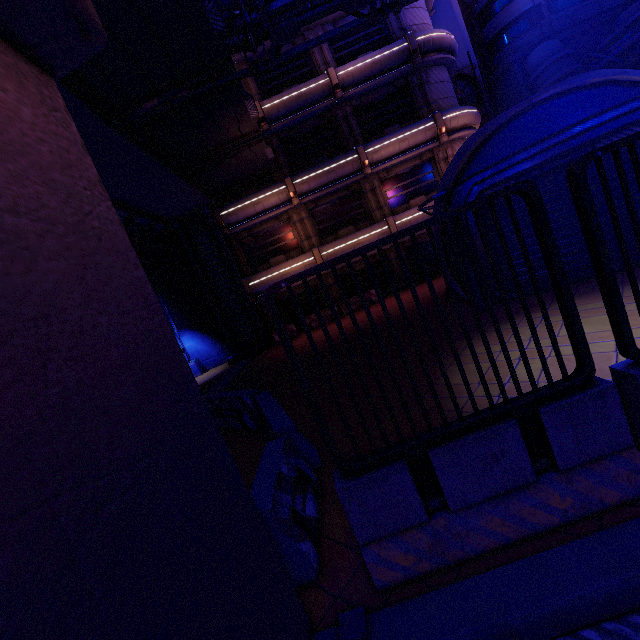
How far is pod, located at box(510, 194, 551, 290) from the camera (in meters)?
8.85

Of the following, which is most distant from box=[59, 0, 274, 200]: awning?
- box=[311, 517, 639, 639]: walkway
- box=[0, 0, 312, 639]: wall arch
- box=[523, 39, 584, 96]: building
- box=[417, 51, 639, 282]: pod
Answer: box=[523, 39, 584, 96]: building

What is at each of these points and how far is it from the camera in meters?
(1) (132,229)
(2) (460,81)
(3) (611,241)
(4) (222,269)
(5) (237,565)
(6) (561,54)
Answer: (1) walkway, 17.5
(2) vent, 27.1
(3) pod, 8.2
(4) tunnel, 20.6
(5) wall arch, 2.1
(6) building, 23.5

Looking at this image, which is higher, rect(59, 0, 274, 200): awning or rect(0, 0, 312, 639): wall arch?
rect(59, 0, 274, 200): awning

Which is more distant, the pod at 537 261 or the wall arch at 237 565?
the pod at 537 261

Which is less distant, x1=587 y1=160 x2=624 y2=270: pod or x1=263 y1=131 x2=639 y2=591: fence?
x1=263 y1=131 x2=639 y2=591: fence

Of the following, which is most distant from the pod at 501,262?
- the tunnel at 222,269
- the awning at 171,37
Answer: the tunnel at 222,269

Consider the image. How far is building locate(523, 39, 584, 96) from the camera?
23.5m
